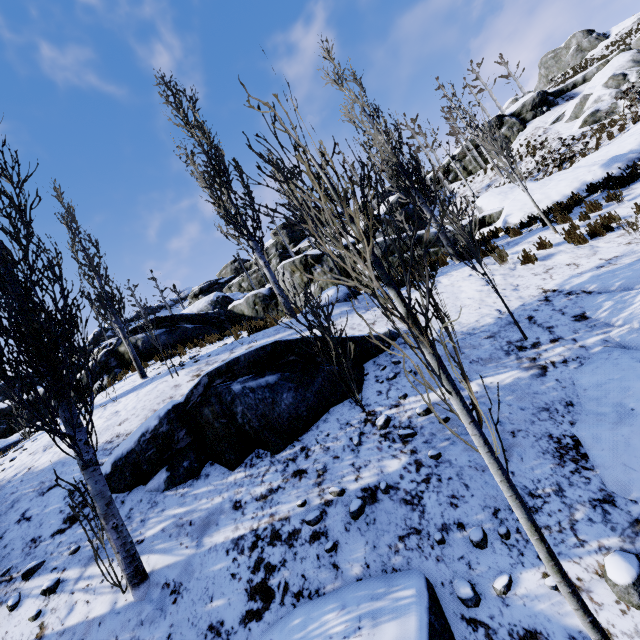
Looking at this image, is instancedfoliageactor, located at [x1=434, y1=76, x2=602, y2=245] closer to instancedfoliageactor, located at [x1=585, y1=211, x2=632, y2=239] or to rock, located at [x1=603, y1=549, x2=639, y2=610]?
instancedfoliageactor, located at [x1=585, y1=211, x2=632, y2=239]

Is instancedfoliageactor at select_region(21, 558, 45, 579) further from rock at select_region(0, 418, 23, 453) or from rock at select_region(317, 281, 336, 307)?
→ rock at select_region(317, 281, 336, 307)

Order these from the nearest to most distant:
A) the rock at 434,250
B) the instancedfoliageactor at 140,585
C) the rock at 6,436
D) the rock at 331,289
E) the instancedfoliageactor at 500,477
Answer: the instancedfoliageactor at 500,477 → the instancedfoliageactor at 140,585 → the rock at 331,289 → the rock at 434,250 → the rock at 6,436

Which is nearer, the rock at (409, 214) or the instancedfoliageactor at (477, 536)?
the instancedfoliageactor at (477, 536)

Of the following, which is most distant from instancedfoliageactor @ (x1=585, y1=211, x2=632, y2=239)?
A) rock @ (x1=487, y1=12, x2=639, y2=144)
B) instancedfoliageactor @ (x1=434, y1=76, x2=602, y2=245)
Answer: rock @ (x1=487, y1=12, x2=639, y2=144)

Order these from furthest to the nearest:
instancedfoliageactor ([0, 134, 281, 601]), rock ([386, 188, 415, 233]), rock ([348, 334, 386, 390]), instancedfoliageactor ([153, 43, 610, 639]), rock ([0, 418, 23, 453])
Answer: rock ([386, 188, 415, 233]) → rock ([0, 418, 23, 453]) → rock ([348, 334, 386, 390]) → instancedfoliageactor ([0, 134, 281, 601]) → instancedfoliageactor ([153, 43, 610, 639])

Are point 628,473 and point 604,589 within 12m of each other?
yes

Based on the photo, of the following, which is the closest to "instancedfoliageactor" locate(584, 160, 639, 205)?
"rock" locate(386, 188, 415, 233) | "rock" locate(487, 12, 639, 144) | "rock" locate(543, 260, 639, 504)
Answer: "rock" locate(543, 260, 639, 504)
